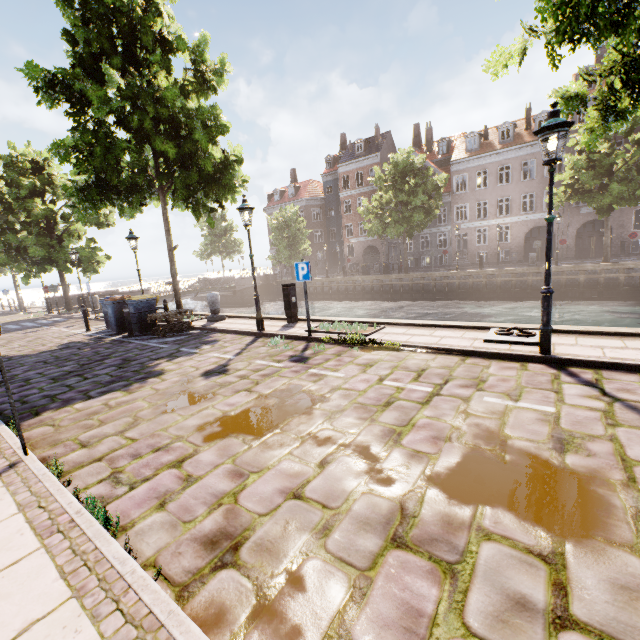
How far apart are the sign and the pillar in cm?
511

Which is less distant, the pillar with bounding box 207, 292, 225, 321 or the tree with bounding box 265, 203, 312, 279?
the pillar with bounding box 207, 292, 225, 321

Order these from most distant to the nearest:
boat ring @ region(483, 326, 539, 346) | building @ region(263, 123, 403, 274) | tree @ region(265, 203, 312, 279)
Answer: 1. building @ region(263, 123, 403, 274)
2. tree @ region(265, 203, 312, 279)
3. boat ring @ region(483, 326, 539, 346)

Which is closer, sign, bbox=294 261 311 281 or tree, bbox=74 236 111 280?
sign, bbox=294 261 311 281

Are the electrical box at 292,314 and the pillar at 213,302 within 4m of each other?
yes

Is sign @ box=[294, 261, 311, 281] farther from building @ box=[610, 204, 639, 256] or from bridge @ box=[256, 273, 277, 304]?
building @ box=[610, 204, 639, 256]

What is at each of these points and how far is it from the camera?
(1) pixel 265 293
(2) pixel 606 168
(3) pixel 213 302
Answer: (1) bridge, 38.81m
(2) tree, 18.77m
(3) pillar, 12.20m

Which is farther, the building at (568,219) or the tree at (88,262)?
the building at (568,219)
